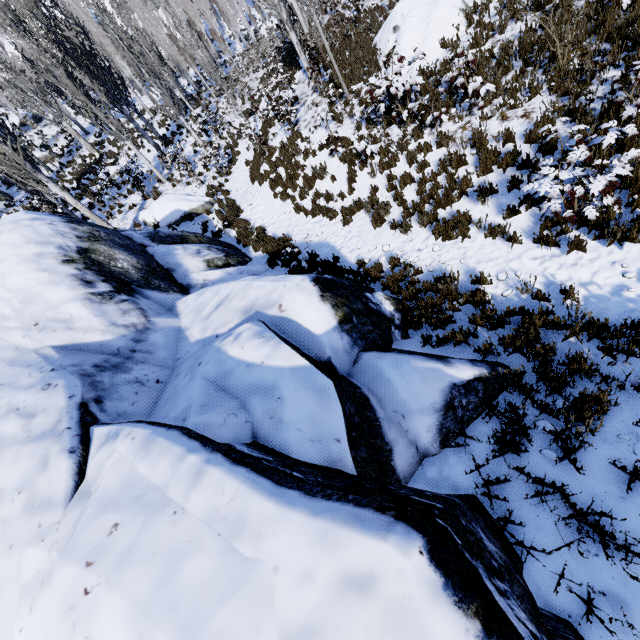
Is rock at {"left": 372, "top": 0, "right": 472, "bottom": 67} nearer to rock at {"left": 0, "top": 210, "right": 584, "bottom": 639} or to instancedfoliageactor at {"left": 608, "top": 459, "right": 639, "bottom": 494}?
instancedfoliageactor at {"left": 608, "top": 459, "right": 639, "bottom": 494}

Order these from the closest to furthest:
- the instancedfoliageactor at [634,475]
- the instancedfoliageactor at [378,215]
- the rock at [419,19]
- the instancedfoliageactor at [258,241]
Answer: A: the instancedfoliageactor at [634,475] < the instancedfoliageactor at [258,241] < the instancedfoliageactor at [378,215] < the rock at [419,19]

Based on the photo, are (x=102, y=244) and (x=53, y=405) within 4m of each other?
no

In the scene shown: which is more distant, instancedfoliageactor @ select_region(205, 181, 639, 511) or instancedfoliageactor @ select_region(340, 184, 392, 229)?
instancedfoliageactor @ select_region(340, 184, 392, 229)

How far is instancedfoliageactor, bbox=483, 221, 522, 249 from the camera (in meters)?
5.83

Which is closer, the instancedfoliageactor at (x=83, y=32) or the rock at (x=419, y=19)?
the instancedfoliageactor at (x=83, y=32)

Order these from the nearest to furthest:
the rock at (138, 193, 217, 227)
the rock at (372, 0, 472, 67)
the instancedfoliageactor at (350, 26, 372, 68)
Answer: the rock at (372, 0, 472, 67) < the instancedfoliageactor at (350, 26, 372, 68) < the rock at (138, 193, 217, 227)

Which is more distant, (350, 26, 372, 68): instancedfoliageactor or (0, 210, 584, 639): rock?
(350, 26, 372, 68): instancedfoliageactor
